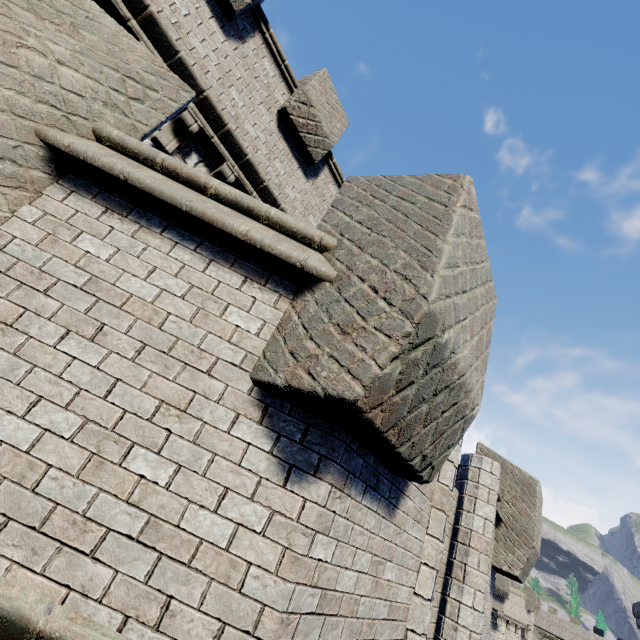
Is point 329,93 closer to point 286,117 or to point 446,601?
point 286,117
